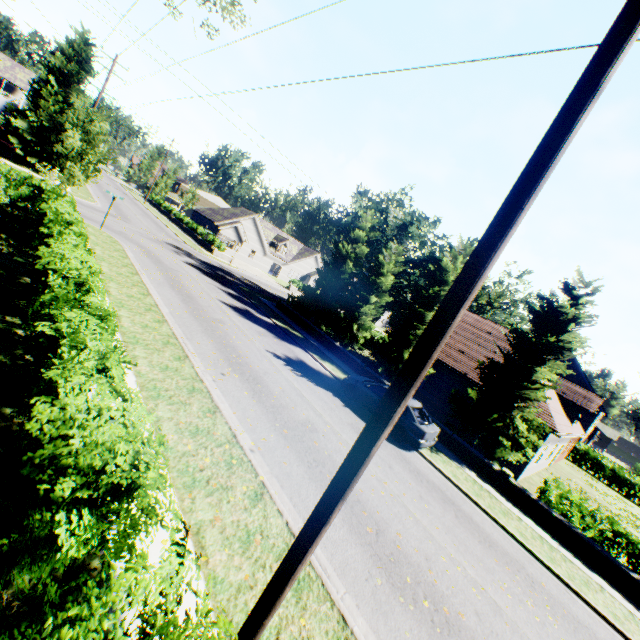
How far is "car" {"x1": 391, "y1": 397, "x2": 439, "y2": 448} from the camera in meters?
13.0

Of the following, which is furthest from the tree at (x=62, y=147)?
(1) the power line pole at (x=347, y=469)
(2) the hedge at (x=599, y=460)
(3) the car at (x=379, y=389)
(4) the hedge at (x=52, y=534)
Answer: (4) the hedge at (x=52, y=534)

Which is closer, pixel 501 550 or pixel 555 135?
pixel 555 135

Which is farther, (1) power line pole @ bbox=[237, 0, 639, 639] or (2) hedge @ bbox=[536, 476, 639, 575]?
(2) hedge @ bbox=[536, 476, 639, 575]

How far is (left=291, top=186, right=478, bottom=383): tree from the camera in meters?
20.0 m

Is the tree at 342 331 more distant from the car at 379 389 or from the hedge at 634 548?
the car at 379 389

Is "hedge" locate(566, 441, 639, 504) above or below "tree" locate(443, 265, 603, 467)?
below
